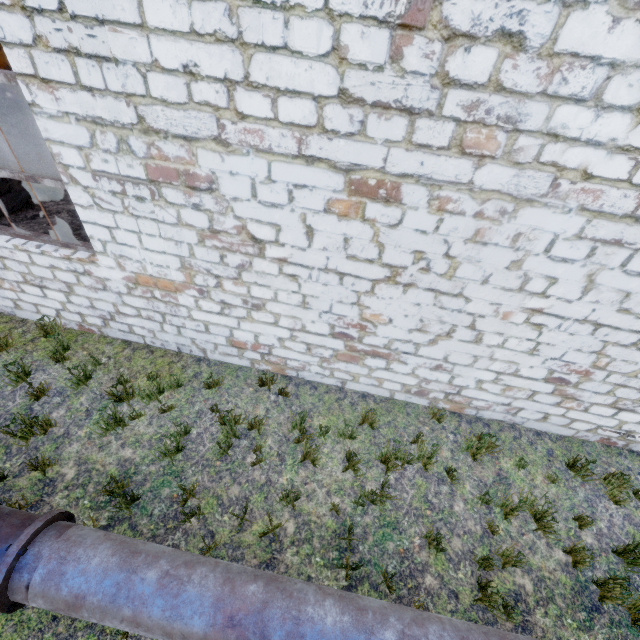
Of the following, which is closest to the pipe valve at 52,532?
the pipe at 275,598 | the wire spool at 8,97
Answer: the pipe at 275,598

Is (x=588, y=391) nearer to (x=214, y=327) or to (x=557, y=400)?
(x=557, y=400)

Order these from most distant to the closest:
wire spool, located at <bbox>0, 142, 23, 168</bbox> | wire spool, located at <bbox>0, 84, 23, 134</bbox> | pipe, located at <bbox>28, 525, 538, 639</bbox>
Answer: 1. wire spool, located at <bbox>0, 84, 23, 134</bbox>
2. wire spool, located at <bbox>0, 142, 23, 168</bbox>
3. pipe, located at <bbox>28, 525, 538, 639</bbox>

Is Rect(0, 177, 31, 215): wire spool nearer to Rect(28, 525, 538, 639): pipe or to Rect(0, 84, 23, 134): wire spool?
Rect(28, 525, 538, 639): pipe

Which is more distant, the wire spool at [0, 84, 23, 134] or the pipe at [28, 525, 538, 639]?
the wire spool at [0, 84, 23, 134]

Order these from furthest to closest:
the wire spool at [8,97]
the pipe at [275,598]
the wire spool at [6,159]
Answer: the wire spool at [8,97], the wire spool at [6,159], the pipe at [275,598]

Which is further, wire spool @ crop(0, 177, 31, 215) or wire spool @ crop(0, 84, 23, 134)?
wire spool @ crop(0, 84, 23, 134)

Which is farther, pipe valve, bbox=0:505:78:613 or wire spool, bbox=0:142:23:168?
wire spool, bbox=0:142:23:168
